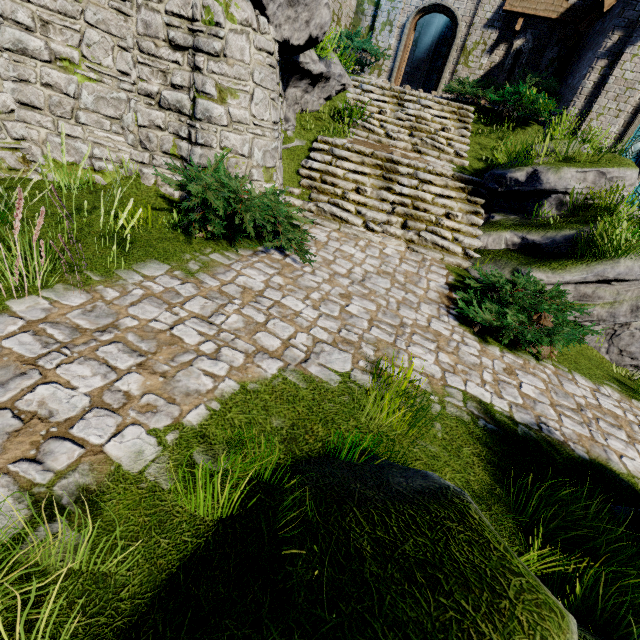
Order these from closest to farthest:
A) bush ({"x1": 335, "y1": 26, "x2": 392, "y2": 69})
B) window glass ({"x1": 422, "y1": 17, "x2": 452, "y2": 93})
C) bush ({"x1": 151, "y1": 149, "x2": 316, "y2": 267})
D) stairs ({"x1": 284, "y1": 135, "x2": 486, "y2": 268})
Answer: bush ({"x1": 151, "y1": 149, "x2": 316, "y2": 267}), stairs ({"x1": 284, "y1": 135, "x2": 486, "y2": 268}), bush ({"x1": 335, "y1": 26, "x2": 392, "y2": 69}), window glass ({"x1": 422, "y1": 17, "x2": 452, "y2": 93})

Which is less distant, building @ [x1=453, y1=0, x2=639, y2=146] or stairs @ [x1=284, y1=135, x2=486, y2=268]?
stairs @ [x1=284, y1=135, x2=486, y2=268]

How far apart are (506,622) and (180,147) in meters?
7.5 m

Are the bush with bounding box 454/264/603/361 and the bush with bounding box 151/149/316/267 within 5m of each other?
yes

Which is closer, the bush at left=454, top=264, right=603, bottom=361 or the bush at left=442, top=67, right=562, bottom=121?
the bush at left=454, top=264, right=603, bottom=361

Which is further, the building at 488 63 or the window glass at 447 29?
the window glass at 447 29

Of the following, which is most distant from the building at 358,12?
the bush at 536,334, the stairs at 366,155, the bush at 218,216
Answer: the bush at 536,334

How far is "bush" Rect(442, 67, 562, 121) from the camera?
10.5 meters
